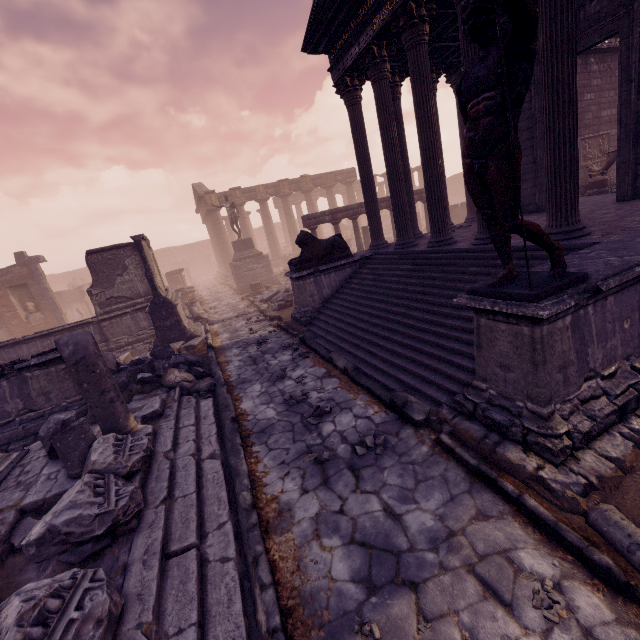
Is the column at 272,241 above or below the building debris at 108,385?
above

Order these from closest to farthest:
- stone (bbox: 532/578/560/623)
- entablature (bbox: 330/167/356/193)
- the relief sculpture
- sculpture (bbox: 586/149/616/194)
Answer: stone (bbox: 532/578/560/623) → sculpture (bbox: 586/149/616/194) → the relief sculpture → entablature (bbox: 330/167/356/193)

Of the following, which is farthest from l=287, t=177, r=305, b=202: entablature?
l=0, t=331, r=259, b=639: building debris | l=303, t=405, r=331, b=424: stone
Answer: l=303, t=405, r=331, b=424: stone

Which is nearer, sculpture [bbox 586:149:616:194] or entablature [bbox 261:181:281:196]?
sculpture [bbox 586:149:616:194]

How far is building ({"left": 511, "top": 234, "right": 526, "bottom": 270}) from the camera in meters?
5.3 m

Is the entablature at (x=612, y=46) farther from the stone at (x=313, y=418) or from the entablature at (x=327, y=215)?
the stone at (x=313, y=418)

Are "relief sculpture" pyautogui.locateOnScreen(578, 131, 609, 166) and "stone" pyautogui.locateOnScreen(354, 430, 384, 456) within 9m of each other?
no

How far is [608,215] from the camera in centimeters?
649cm
